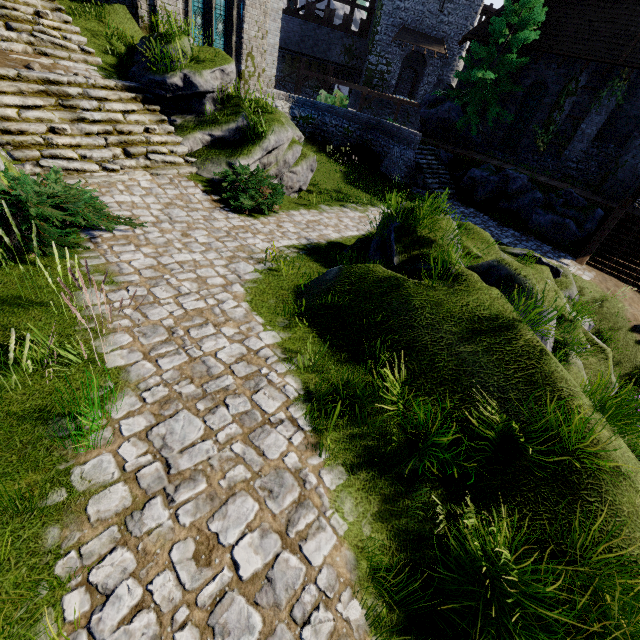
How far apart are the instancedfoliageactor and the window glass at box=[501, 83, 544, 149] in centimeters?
2006cm

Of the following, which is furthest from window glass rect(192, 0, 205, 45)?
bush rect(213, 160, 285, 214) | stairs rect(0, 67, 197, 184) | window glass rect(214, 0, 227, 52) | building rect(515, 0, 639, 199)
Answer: building rect(515, 0, 639, 199)

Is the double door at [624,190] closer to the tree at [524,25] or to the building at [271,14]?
the tree at [524,25]

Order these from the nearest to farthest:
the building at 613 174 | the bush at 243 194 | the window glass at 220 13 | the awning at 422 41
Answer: the bush at 243 194, the window glass at 220 13, the building at 613 174, the awning at 422 41

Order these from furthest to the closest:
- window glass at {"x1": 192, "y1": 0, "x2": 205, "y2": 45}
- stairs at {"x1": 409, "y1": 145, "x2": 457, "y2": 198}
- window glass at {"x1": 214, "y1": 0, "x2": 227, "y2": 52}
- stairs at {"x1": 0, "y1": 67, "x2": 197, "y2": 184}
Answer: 1. stairs at {"x1": 409, "y1": 145, "x2": 457, "y2": 198}
2. window glass at {"x1": 214, "y1": 0, "x2": 227, "y2": 52}
3. window glass at {"x1": 192, "y1": 0, "x2": 205, "y2": 45}
4. stairs at {"x1": 0, "y1": 67, "x2": 197, "y2": 184}

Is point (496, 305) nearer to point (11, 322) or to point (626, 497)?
point (626, 497)

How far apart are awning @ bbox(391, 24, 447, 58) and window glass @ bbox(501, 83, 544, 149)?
17.2 meters

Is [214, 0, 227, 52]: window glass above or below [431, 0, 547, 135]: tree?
below
